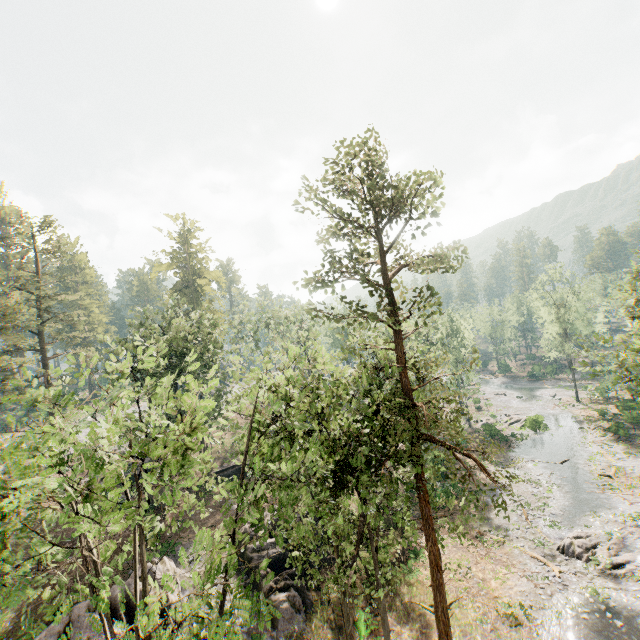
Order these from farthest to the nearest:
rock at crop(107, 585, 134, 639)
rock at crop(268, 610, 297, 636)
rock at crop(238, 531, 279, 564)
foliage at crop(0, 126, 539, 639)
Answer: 1. rock at crop(238, 531, 279, 564)
2. rock at crop(268, 610, 297, 636)
3. rock at crop(107, 585, 134, 639)
4. foliage at crop(0, 126, 539, 639)

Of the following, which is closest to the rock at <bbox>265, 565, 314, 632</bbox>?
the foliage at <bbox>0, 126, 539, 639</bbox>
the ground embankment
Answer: the ground embankment

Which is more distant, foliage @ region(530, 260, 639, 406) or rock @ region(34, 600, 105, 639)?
foliage @ region(530, 260, 639, 406)

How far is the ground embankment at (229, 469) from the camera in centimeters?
3475cm

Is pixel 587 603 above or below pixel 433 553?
below

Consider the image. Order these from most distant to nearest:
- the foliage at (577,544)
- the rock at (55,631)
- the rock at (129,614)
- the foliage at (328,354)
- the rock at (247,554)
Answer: the rock at (247,554)
the foliage at (577,544)
the rock at (129,614)
the rock at (55,631)
the foliage at (328,354)

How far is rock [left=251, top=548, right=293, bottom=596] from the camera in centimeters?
2094cm

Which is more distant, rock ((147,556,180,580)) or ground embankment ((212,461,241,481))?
ground embankment ((212,461,241,481))
